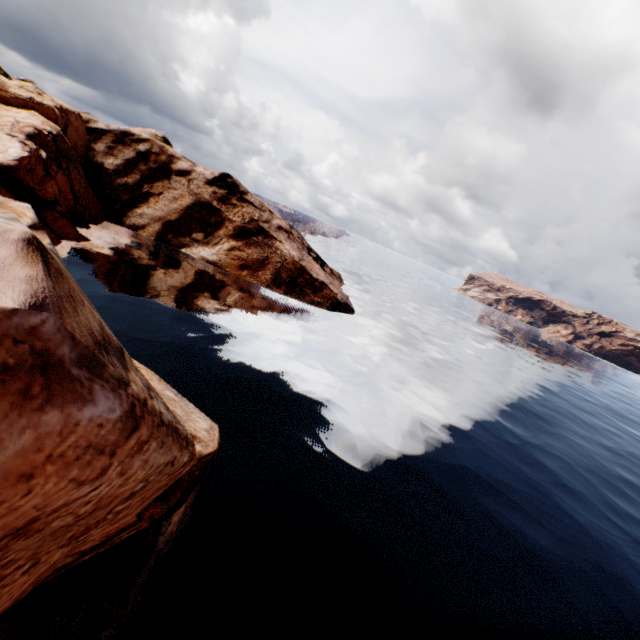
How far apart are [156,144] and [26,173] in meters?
17.4
